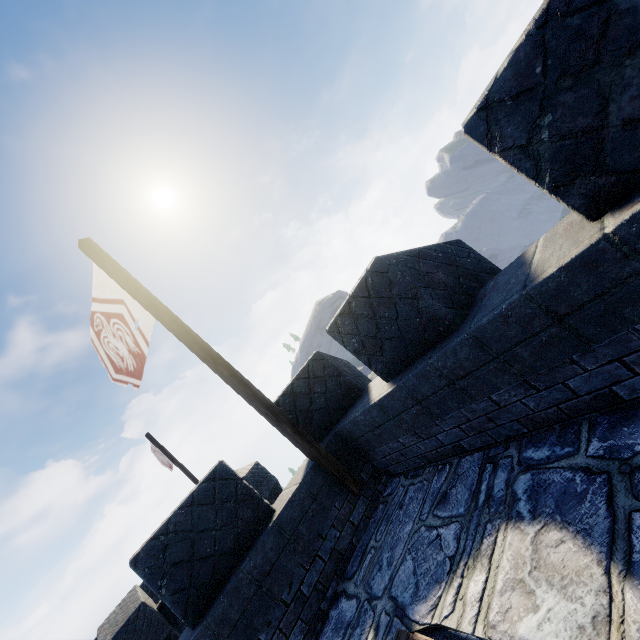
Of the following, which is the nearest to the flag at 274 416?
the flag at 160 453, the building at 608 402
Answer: the building at 608 402

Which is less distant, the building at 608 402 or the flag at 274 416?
the building at 608 402

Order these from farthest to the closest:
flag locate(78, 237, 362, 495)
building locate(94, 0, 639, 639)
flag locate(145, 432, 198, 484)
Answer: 1. flag locate(145, 432, 198, 484)
2. flag locate(78, 237, 362, 495)
3. building locate(94, 0, 639, 639)

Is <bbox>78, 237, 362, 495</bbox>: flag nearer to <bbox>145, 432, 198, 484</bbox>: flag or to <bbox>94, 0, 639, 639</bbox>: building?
<bbox>94, 0, 639, 639</bbox>: building

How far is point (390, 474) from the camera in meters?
4.5 m

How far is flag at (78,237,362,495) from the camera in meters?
4.4

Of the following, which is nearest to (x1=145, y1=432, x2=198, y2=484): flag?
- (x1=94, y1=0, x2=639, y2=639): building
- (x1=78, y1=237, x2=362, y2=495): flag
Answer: (x1=94, y1=0, x2=639, y2=639): building
